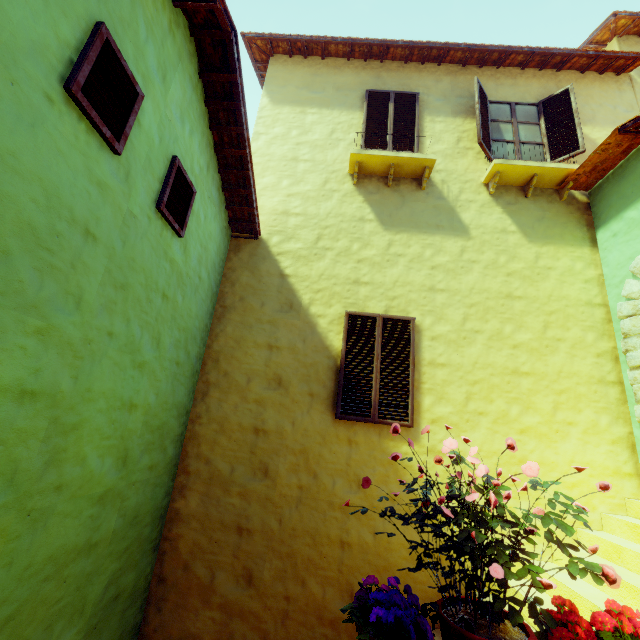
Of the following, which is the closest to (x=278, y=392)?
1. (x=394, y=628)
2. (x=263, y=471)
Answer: (x=263, y=471)

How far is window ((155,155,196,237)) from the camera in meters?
3.5

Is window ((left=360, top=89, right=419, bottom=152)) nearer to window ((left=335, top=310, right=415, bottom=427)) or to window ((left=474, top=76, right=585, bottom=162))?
window ((left=474, top=76, right=585, bottom=162))

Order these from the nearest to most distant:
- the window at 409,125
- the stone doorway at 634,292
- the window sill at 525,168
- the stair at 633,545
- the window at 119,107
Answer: the window at 119,107 < the stair at 633,545 < the stone doorway at 634,292 < the window sill at 525,168 < the window at 409,125

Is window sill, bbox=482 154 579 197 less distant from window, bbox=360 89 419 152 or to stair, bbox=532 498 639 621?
window, bbox=360 89 419 152

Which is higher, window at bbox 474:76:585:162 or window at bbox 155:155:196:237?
window at bbox 474:76:585:162

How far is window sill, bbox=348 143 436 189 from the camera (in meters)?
5.63

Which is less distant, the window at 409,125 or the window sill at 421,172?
the window sill at 421,172
